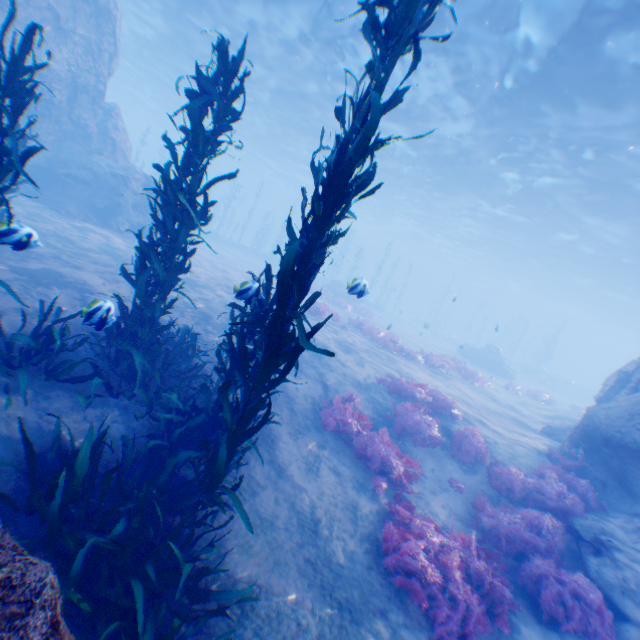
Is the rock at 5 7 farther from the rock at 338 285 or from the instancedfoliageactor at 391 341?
the rock at 338 285

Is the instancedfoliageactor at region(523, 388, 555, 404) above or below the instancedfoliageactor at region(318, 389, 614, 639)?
above

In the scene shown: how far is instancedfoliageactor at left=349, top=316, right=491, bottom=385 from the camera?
16.2m

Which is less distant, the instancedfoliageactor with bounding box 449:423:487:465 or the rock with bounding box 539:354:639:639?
the rock with bounding box 539:354:639:639

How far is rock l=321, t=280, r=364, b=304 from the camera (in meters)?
29.23

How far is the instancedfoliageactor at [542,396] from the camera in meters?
20.6

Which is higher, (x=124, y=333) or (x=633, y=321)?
(x=633, y=321)

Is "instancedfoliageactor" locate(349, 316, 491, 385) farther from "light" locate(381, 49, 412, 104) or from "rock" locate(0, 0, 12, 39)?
"light" locate(381, 49, 412, 104)
